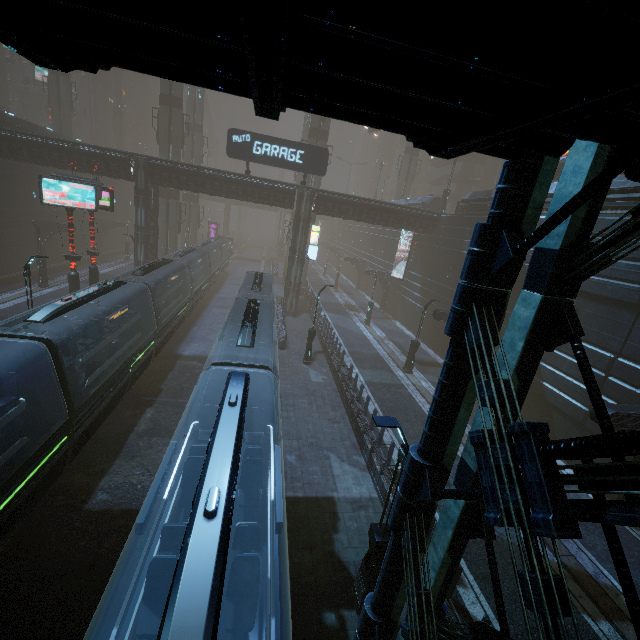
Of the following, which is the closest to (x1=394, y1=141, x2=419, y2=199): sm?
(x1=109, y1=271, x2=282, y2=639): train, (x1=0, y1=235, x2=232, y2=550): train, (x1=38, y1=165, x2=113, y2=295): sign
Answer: (x1=38, y1=165, x2=113, y2=295): sign

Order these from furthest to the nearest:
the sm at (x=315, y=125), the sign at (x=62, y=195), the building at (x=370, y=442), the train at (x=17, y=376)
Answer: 1. the sm at (x=315, y=125)
2. the sign at (x=62, y=195)
3. the building at (x=370, y=442)
4. the train at (x=17, y=376)

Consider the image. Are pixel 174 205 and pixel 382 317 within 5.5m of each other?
no

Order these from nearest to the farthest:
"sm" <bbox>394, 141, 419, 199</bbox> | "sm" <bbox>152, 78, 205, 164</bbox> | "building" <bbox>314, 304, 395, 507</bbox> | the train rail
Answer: the train rail < "building" <bbox>314, 304, 395, 507</bbox> < "sm" <bbox>152, 78, 205, 164</bbox> < "sm" <bbox>394, 141, 419, 199</bbox>

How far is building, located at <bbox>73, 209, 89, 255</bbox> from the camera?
39.62m

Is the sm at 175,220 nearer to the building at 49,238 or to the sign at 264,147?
the building at 49,238

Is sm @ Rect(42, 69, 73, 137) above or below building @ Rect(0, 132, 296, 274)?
above

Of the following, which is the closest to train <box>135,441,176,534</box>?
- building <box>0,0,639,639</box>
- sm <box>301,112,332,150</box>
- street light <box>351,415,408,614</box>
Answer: building <box>0,0,639,639</box>
